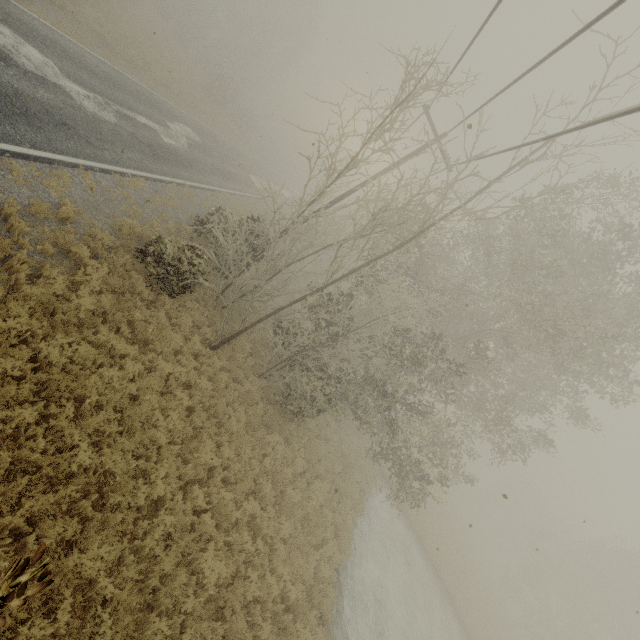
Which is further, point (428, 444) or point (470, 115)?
point (428, 444)
